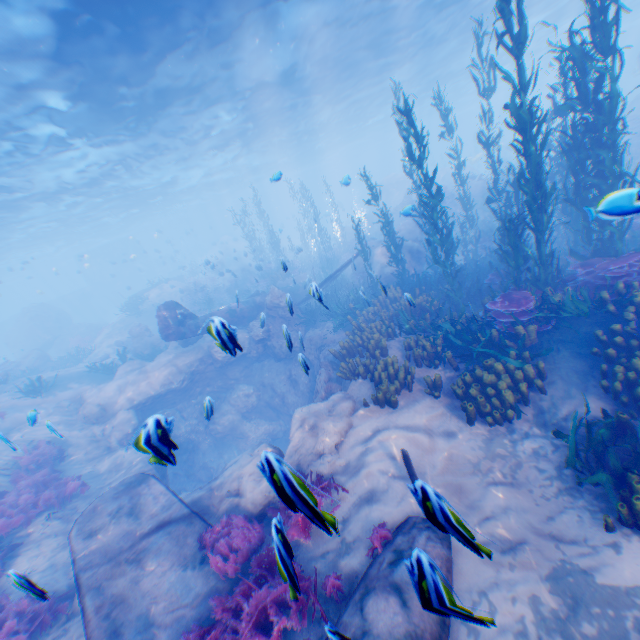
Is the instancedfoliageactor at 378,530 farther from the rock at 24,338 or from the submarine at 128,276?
the submarine at 128,276

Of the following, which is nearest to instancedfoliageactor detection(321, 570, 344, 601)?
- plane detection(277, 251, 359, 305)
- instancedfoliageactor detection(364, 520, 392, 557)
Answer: plane detection(277, 251, 359, 305)

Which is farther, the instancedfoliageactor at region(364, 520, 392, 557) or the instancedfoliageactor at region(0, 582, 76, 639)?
the instancedfoliageactor at region(0, 582, 76, 639)

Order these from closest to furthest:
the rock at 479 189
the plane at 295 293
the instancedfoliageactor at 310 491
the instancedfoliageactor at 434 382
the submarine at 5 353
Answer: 1. the instancedfoliageactor at 310 491
2. the plane at 295 293
3. the instancedfoliageactor at 434 382
4. the rock at 479 189
5. the submarine at 5 353

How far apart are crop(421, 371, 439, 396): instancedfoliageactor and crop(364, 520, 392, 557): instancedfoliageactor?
3.2 meters

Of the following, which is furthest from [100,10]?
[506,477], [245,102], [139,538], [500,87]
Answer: [500,87]

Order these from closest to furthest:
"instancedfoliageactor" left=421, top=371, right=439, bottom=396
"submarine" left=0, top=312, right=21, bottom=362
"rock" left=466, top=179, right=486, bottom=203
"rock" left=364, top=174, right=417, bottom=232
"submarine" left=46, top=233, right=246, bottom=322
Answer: "instancedfoliageactor" left=421, top=371, right=439, bottom=396 < "rock" left=466, top=179, right=486, bottom=203 < "rock" left=364, top=174, right=417, bottom=232 < "submarine" left=0, top=312, right=21, bottom=362 < "submarine" left=46, top=233, right=246, bottom=322

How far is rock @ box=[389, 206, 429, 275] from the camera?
16.4 meters
